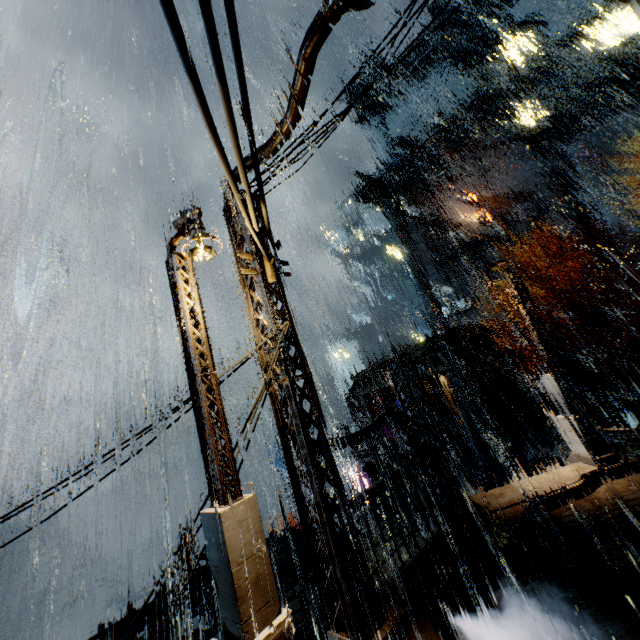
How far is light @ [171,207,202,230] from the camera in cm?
812

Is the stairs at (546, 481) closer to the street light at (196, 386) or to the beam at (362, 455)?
the street light at (196, 386)

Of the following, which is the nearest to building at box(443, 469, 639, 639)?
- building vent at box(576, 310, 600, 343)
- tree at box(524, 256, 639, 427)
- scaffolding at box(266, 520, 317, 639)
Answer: scaffolding at box(266, 520, 317, 639)

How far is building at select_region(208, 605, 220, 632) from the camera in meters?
13.7 m

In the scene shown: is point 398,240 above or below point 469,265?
above

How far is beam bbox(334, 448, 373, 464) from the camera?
25.6 meters

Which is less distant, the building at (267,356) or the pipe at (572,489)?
the pipe at (572,489)
